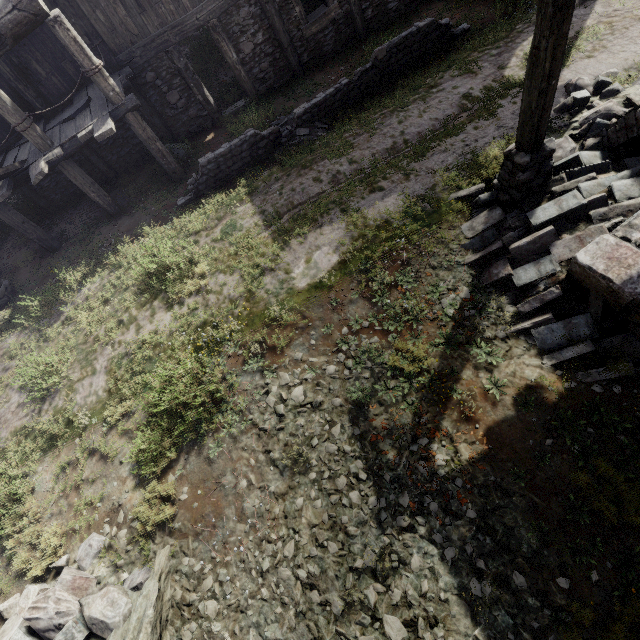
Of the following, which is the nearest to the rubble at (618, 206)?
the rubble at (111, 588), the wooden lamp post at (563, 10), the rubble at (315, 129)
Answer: the wooden lamp post at (563, 10)

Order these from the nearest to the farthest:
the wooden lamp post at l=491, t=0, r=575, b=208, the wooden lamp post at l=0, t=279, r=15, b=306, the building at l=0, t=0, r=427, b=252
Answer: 1. the wooden lamp post at l=491, t=0, r=575, b=208
2. the building at l=0, t=0, r=427, b=252
3. the wooden lamp post at l=0, t=279, r=15, b=306

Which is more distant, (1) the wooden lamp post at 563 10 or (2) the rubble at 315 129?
(2) the rubble at 315 129

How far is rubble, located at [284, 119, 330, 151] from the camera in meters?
9.1

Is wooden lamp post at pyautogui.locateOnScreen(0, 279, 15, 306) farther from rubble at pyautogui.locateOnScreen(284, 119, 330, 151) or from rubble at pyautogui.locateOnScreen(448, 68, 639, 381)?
rubble at pyautogui.locateOnScreen(448, 68, 639, 381)

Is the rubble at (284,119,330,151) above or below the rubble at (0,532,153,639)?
below

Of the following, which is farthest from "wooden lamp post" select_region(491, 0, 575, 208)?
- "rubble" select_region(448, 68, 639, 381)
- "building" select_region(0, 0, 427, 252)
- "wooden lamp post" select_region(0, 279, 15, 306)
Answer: "wooden lamp post" select_region(0, 279, 15, 306)

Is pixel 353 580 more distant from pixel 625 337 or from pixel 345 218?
pixel 345 218
